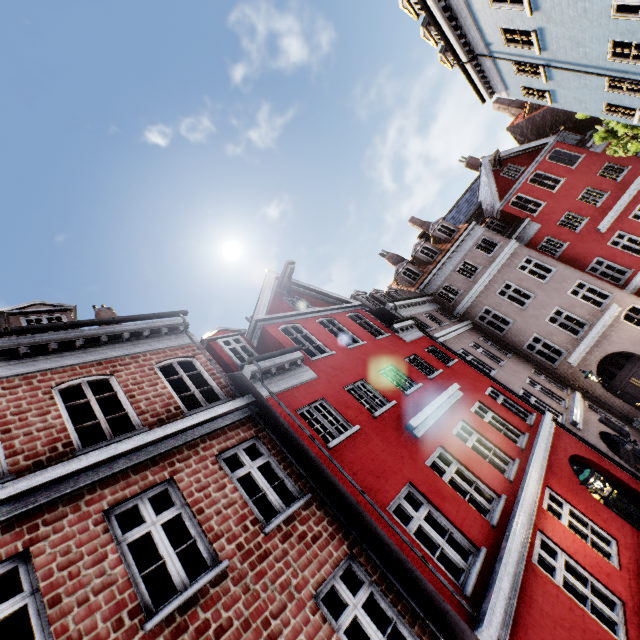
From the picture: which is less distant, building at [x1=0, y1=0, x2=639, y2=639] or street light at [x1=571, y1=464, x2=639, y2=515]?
building at [x1=0, y1=0, x2=639, y2=639]

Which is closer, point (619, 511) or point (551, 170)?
point (619, 511)

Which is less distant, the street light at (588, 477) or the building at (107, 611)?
the building at (107, 611)
